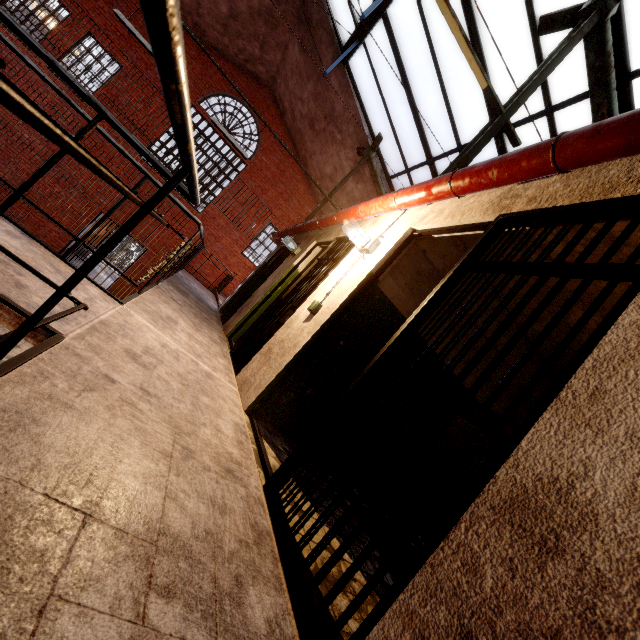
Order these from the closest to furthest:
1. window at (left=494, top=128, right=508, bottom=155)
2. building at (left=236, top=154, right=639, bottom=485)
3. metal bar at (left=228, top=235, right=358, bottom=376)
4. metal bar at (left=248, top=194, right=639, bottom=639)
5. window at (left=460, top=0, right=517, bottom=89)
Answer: metal bar at (left=248, top=194, right=639, bottom=639) < building at (left=236, top=154, right=639, bottom=485) < metal bar at (left=228, top=235, right=358, bottom=376) < window at (left=460, top=0, right=517, bottom=89) < window at (left=494, top=128, right=508, bottom=155)

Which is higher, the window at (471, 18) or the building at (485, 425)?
the window at (471, 18)

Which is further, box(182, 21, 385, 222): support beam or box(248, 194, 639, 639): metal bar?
box(182, 21, 385, 222): support beam

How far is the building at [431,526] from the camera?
3.0 meters

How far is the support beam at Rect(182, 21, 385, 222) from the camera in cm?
761

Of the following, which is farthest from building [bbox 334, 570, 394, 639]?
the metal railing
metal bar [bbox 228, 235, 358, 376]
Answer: the metal railing

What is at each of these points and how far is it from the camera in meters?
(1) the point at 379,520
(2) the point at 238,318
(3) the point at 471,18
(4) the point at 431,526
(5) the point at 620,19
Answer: (1) building, 3.3 m
(2) building, 6.0 m
(3) window, 5.5 m
(4) building, 4.3 m
(5) window, 4.1 m

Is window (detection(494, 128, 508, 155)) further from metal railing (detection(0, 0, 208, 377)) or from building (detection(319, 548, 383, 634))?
metal railing (detection(0, 0, 208, 377))
